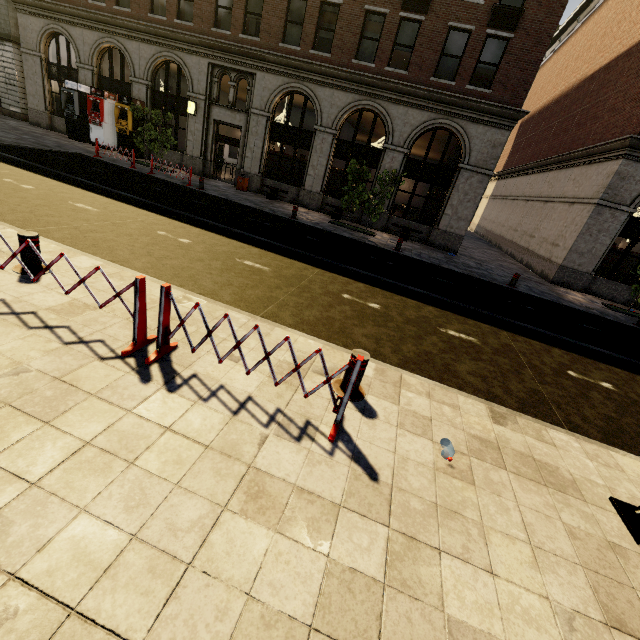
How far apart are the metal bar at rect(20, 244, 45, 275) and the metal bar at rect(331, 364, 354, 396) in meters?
4.6

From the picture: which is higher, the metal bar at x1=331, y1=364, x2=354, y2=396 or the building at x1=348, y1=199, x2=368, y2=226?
the building at x1=348, y1=199, x2=368, y2=226

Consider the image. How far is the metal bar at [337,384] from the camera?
3.9m

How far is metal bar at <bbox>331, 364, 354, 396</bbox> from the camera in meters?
3.9 m

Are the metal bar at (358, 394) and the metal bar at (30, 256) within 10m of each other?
yes

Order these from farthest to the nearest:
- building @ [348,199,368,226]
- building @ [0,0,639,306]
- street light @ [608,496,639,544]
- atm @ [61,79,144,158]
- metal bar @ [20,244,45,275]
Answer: atm @ [61,79,144,158] → building @ [348,199,368,226] → building @ [0,0,639,306] → metal bar @ [20,244,45,275] → street light @ [608,496,639,544]

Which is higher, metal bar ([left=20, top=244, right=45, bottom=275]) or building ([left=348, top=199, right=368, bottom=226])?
building ([left=348, top=199, right=368, bottom=226])

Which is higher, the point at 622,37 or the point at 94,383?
the point at 622,37
